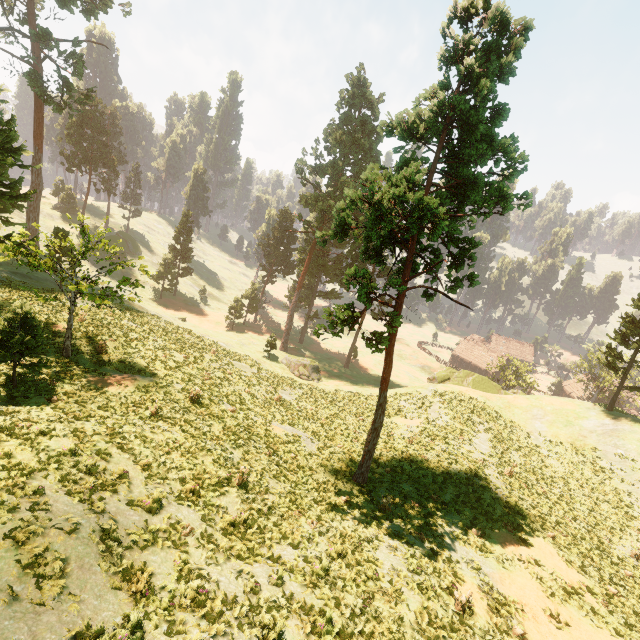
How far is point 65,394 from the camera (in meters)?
13.99

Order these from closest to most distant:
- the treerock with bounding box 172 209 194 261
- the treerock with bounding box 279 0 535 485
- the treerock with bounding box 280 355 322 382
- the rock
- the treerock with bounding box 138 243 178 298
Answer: the treerock with bounding box 279 0 535 485, the treerock with bounding box 138 243 178 298, the rock, the treerock with bounding box 280 355 322 382, the treerock with bounding box 172 209 194 261

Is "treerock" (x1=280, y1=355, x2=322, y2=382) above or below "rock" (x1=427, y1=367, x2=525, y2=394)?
below

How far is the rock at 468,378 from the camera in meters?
39.7

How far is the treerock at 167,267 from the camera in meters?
18.5 m

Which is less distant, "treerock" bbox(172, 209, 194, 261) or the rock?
the rock

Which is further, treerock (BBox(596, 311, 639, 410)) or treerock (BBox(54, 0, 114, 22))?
treerock (BBox(54, 0, 114, 22))
